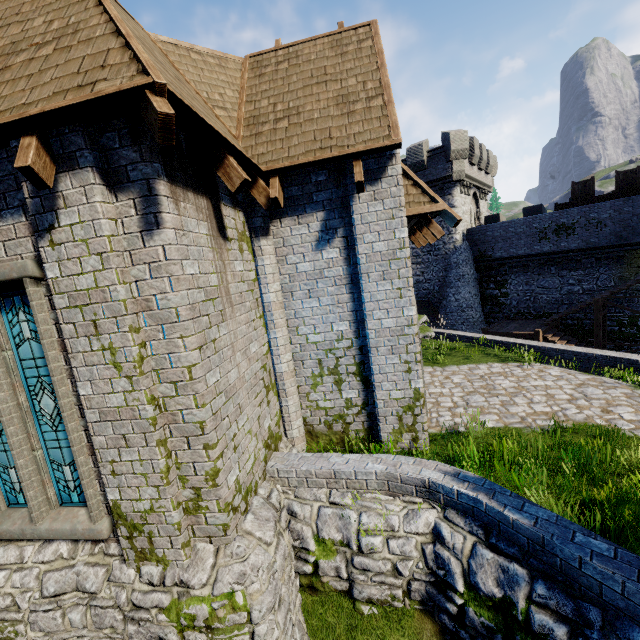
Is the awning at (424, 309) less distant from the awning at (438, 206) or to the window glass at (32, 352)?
the awning at (438, 206)

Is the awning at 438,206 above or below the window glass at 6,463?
above

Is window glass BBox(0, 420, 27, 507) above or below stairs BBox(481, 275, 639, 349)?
above

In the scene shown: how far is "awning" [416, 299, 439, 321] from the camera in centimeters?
2570cm

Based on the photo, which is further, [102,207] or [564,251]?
[564,251]

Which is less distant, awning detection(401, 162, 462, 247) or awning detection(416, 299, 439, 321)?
awning detection(401, 162, 462, 247)

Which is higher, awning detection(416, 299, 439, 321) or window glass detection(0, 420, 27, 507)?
window glass detection(0, 420, 27, 507)

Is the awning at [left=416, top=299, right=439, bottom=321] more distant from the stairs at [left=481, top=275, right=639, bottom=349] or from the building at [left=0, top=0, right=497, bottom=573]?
the building at [left=0, top=0, right=497, bottom=573]
